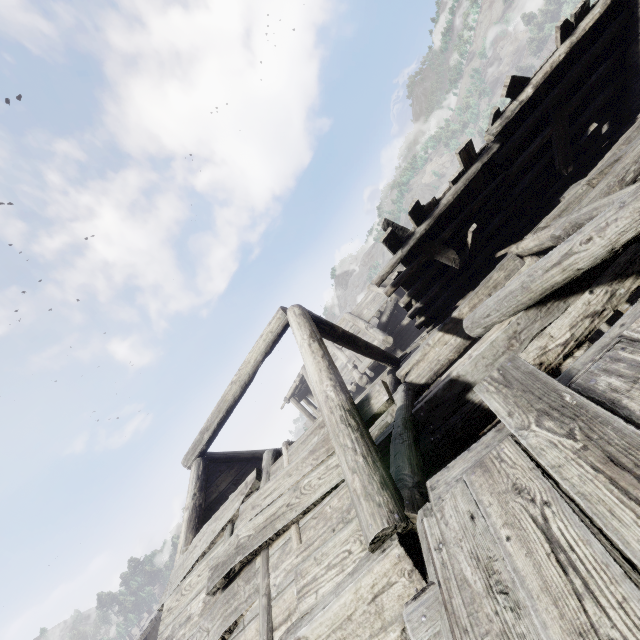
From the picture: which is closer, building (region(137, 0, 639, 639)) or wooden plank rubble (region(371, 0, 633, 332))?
building (region(137, 0, 639, 639))

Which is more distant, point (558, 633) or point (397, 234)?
point (397, 234)

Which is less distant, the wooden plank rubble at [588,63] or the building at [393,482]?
the building at [393,482]
